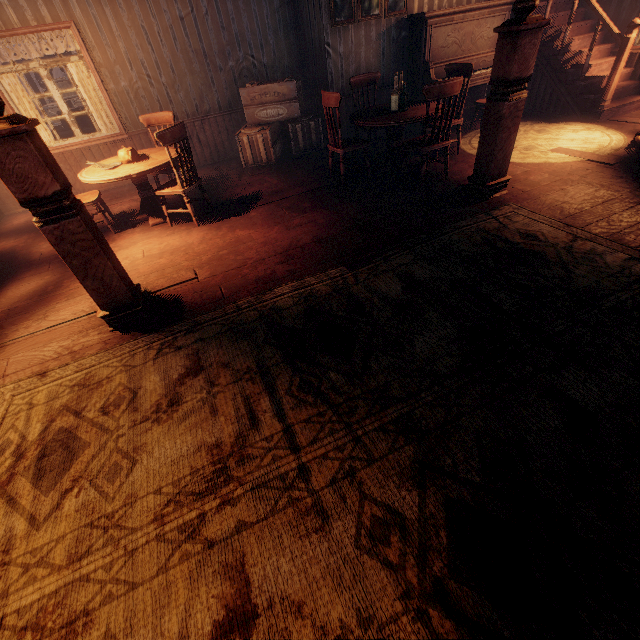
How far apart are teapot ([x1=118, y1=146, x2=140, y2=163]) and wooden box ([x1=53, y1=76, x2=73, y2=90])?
16.83m

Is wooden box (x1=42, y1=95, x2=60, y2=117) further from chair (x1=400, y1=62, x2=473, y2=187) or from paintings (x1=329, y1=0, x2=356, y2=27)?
chair (x1=400, y1=62, x2=473, y2=187)

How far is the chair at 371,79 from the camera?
5.3m

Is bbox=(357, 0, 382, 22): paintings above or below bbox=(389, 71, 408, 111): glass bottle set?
above

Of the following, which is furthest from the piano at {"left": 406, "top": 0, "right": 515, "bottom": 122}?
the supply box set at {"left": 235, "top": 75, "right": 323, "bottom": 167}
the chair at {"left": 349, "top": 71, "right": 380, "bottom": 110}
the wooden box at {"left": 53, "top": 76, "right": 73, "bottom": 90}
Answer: the wooden box at {"left": 53, "top": 76, "right": 73, "bottom": 90}

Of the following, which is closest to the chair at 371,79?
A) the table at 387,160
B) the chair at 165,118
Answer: the table at 387,160

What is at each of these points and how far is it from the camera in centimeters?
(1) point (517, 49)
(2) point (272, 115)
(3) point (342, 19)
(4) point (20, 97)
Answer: (1) pillars, 312cm
(2) supply box set, 613cm
(3) paintings, 547cm
(4) curtain, 534cm

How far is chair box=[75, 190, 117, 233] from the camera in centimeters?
442cm
